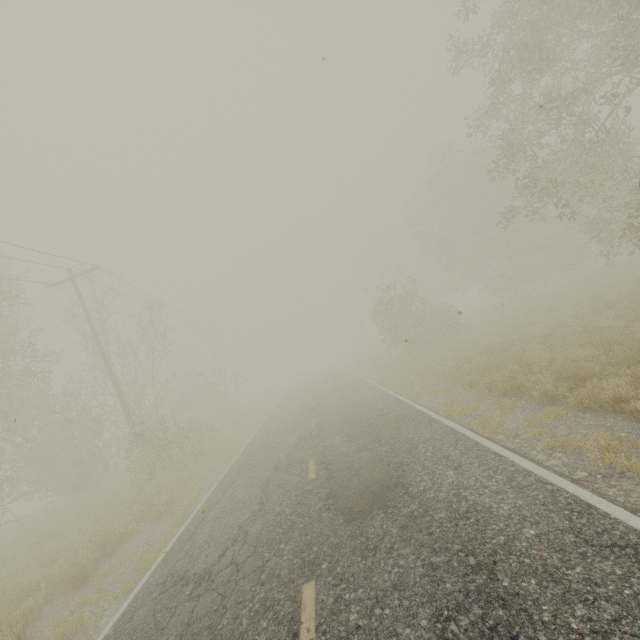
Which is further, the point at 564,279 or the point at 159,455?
the point at 564,279

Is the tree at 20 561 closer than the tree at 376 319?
No

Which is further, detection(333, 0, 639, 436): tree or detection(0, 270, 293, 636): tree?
detection(0, 270, 293, 636): tree
